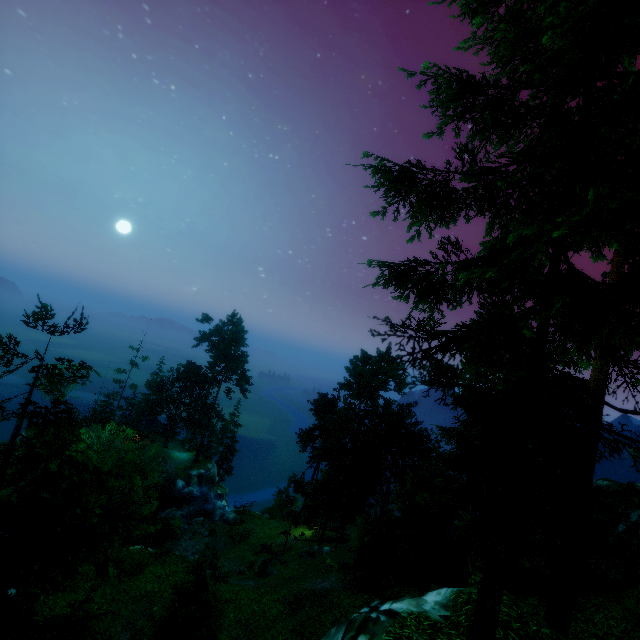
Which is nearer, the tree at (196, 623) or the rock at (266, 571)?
the tree at (196, 623)

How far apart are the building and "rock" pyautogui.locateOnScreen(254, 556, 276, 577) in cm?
3304

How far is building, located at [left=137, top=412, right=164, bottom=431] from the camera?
52.7m

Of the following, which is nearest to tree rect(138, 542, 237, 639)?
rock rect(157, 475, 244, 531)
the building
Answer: the building

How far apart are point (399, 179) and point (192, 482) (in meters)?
54.28

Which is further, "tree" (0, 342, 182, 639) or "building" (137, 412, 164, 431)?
"building" (137, 412, 164, 431)

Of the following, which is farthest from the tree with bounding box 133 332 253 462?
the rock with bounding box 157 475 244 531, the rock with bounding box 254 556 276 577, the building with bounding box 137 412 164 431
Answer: the rock with bounding box 157 475 244 531
